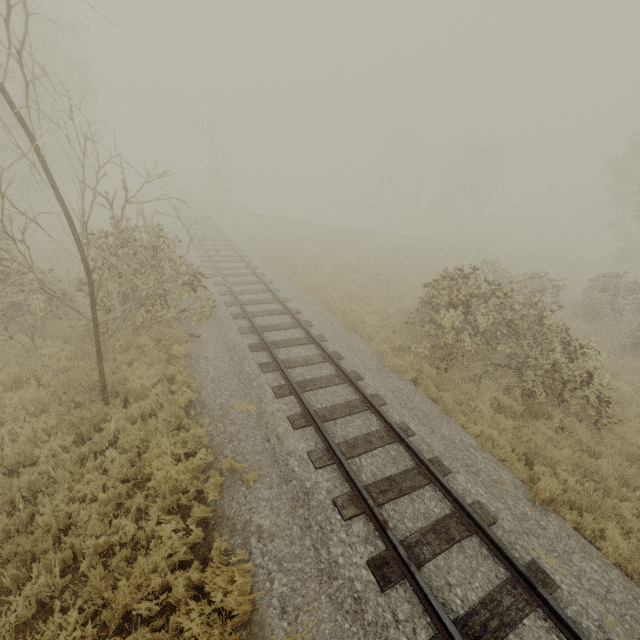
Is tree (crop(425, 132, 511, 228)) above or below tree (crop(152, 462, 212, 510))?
above

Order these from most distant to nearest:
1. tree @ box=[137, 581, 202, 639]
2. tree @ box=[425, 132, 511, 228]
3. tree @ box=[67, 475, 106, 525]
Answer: tree @ box=[425, 132, 511, 228] → tree @ box=[67, 475, 106, 525] → tree @ box=[137, 581, 202, 639]

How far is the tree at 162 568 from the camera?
4.2 meters

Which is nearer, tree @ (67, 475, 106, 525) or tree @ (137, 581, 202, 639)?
tree @ (137, 581, 202, 639)

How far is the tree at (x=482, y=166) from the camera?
40.1 meters

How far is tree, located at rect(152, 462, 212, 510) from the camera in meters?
5.6

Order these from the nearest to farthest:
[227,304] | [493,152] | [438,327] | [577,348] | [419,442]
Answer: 1. [419,442]
2. [577,348]
3. [438,327]
4. [227,304]
5. [493,152]
